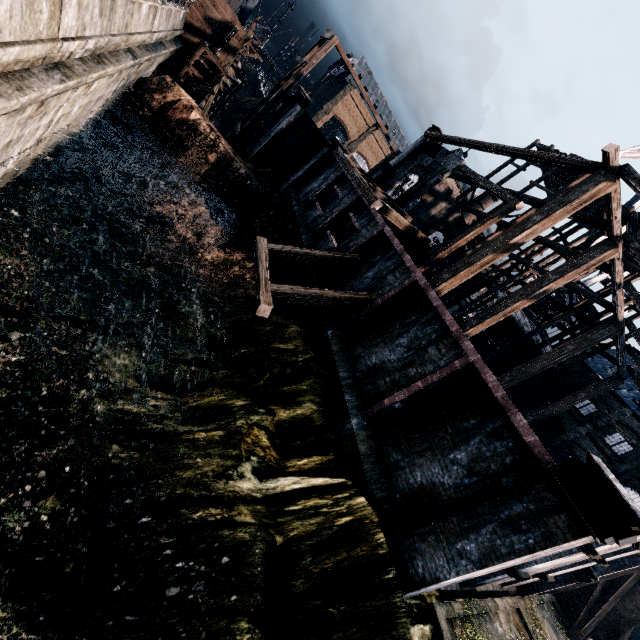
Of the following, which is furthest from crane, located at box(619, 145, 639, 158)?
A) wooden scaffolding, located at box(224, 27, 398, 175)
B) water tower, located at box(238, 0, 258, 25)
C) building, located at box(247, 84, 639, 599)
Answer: water tower, located at box(238, 0, 258, 25)

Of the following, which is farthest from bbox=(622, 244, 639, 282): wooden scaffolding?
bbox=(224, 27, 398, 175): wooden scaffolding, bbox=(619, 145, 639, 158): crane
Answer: bbox=(619, 145, 639, 158): crane

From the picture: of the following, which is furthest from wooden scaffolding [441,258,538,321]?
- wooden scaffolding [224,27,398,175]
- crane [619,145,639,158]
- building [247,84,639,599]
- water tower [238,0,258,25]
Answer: water tower [238,0,258,25]

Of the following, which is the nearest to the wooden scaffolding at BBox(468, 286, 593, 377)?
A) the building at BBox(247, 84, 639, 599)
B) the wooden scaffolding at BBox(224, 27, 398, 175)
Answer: the building at BBox(247, 84, 639, 599)

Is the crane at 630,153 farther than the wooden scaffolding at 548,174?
Yes

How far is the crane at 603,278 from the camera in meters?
40.2 m

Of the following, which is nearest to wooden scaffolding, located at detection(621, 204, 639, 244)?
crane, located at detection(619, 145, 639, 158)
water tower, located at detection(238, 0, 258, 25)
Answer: crane, located at detection(619, 145, 639, 158)

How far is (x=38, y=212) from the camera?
13.1m
